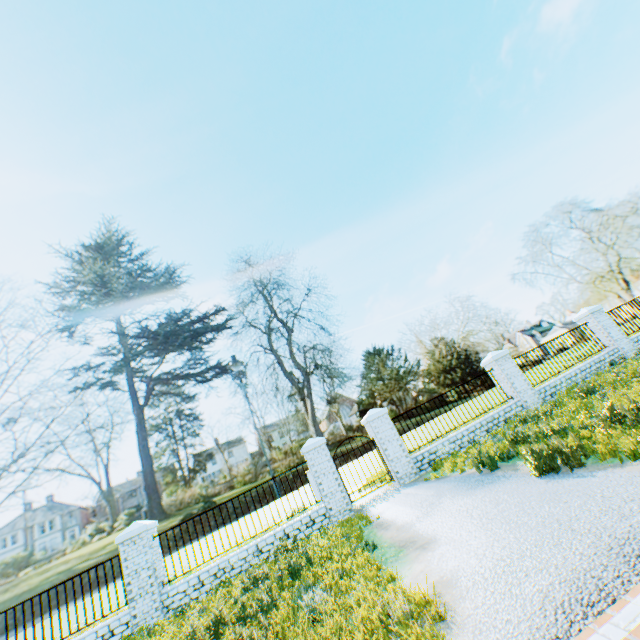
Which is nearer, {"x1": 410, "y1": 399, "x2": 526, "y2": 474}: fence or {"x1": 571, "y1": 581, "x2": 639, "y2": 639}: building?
{"x1": 571, "y1": 581, "x2": 639, "y2": 639}: building

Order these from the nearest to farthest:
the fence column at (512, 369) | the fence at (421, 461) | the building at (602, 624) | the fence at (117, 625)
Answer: the building at (602, 624) → the fence at (117, 625) → the fence at (421, 461) → the fence column at (512, 369)

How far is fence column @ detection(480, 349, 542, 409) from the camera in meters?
11.8

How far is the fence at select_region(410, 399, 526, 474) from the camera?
10.62m

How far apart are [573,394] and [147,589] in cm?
1343

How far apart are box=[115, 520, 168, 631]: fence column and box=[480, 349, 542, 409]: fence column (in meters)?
12.73

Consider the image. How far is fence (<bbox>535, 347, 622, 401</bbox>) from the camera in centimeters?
1209cm

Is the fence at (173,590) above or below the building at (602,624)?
above
